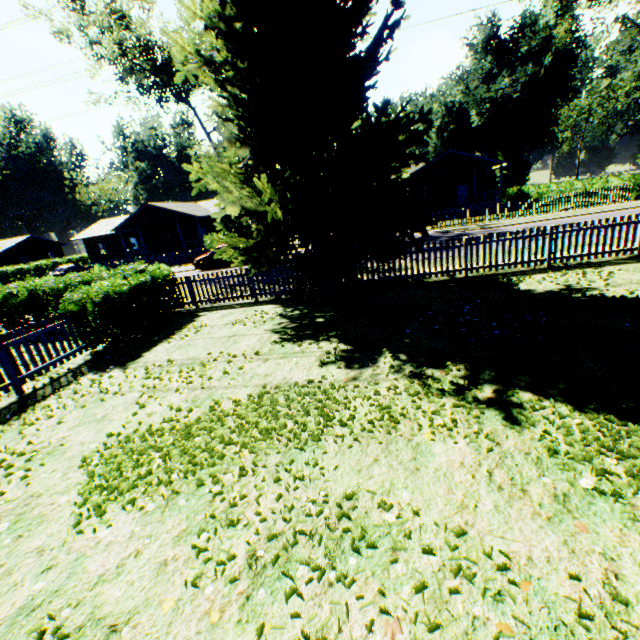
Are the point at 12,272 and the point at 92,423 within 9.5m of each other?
no

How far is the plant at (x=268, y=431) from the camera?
3.85m

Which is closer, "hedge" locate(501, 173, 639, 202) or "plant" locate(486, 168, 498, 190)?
"hedge" locate(501, 173, 639, 202)

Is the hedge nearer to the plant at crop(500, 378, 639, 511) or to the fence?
the fence

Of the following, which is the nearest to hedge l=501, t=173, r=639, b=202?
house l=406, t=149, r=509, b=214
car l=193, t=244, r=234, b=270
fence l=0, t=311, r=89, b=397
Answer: house l=406, t=149, r=509, b=214

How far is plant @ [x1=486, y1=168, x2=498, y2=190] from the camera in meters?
50.8 m

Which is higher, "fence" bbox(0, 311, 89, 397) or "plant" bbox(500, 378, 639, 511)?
"fence" bbox(0, 311, 89, 397)

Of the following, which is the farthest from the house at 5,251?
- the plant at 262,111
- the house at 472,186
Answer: the house at 472,186
